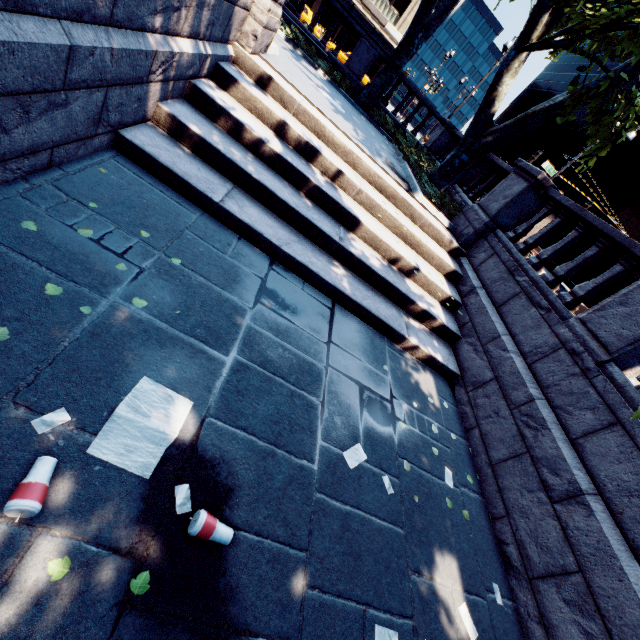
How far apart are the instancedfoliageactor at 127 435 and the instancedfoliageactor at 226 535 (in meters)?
0.24

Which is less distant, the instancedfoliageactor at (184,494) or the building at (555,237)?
the instancedfoliageactor at (184,494)

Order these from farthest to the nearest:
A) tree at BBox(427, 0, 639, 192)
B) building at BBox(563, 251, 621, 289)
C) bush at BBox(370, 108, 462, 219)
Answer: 1. building at BBox(563, 251, 621, 289)
2. bush at BBox(370, 108, 462, 219)
3. tree at BBox(427, 0, 639, 192)

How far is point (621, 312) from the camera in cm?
486

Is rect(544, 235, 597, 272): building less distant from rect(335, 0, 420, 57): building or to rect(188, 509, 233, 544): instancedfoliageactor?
rect(335, 0, 420, 57): building

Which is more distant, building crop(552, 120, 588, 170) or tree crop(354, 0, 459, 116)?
building crop(552, 120, 588, 170)

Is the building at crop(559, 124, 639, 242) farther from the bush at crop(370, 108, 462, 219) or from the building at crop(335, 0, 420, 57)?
the bush at crop(370, 108, 462, 219)

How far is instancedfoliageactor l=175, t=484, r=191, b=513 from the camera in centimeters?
233cm
